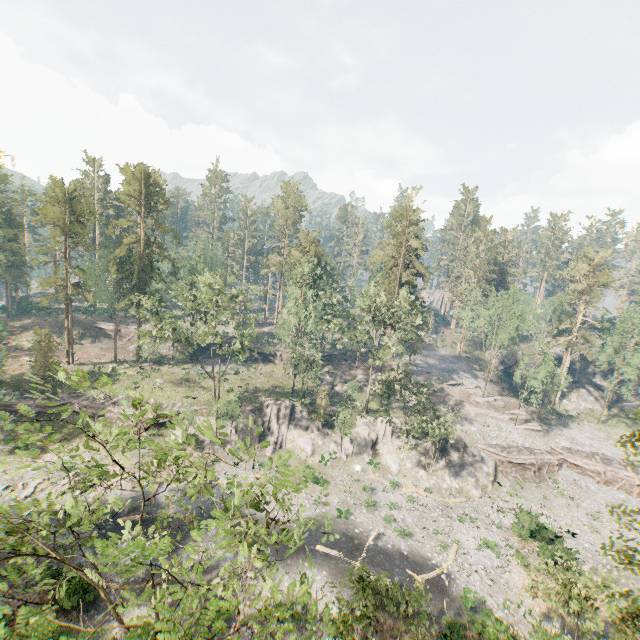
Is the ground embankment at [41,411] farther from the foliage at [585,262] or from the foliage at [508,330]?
the foliage at [585,262]

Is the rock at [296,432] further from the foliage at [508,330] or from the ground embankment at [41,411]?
the foliage at [508,330]

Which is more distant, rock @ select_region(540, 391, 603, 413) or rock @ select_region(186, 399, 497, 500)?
rock @ select_region(540, 391, 603, 413)

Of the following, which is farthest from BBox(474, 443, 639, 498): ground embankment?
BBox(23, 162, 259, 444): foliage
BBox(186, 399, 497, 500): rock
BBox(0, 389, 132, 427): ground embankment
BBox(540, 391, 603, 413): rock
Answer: BBox(0, 389, 132, 427): ground embankment

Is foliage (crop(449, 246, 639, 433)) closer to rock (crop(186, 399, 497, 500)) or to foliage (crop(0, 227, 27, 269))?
rock (crop(186, 399, 497, 500))

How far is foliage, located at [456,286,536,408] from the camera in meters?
49.0 m

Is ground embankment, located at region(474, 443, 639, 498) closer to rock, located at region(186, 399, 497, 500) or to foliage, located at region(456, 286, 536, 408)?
rock, located at region(186, 399, 497, 500)

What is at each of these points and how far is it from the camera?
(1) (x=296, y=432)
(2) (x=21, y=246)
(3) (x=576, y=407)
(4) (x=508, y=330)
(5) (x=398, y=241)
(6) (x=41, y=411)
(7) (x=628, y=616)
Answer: (1) rock, 42.8m
(2) foliage, 59.1m
(3) rock, 57.8m
(4) foliage, 51.0m
(5) foliage, 48.5m
(6) ground embankment, 39.8m
(7) foliage, 12.3m
